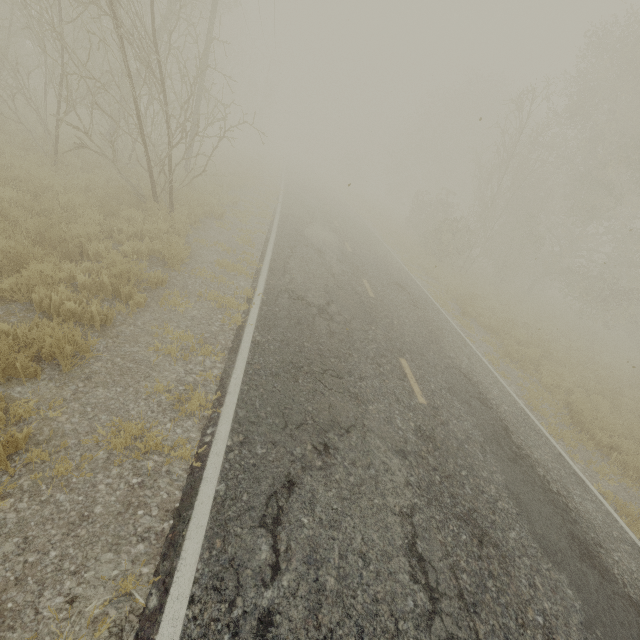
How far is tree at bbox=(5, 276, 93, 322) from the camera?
4.86m

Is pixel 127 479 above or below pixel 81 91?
below

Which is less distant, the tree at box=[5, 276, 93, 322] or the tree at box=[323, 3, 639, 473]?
the tree at box=[5, 276, 93, 322]

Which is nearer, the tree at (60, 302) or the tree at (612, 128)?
the tree at (60, 302)

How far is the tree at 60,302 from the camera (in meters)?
4.86
